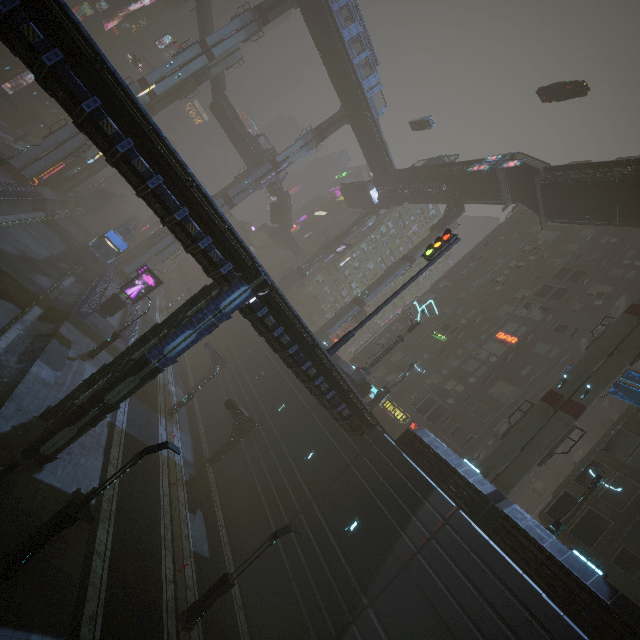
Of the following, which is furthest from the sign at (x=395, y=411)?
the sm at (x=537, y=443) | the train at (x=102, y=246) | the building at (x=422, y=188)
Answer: the train at (x=102, y=246)

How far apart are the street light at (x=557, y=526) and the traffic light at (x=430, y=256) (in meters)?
13.42

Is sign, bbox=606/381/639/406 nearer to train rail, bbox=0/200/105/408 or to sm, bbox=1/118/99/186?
sm, bbox=1/118/99/186

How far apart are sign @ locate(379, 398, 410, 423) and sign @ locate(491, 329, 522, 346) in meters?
11.4 m

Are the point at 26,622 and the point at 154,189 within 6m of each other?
no

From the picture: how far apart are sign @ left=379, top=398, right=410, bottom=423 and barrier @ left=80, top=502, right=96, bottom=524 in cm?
2659

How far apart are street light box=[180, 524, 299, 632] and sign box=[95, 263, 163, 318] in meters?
24.5 m

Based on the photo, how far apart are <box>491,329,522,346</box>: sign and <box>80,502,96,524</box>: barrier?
33.46m
